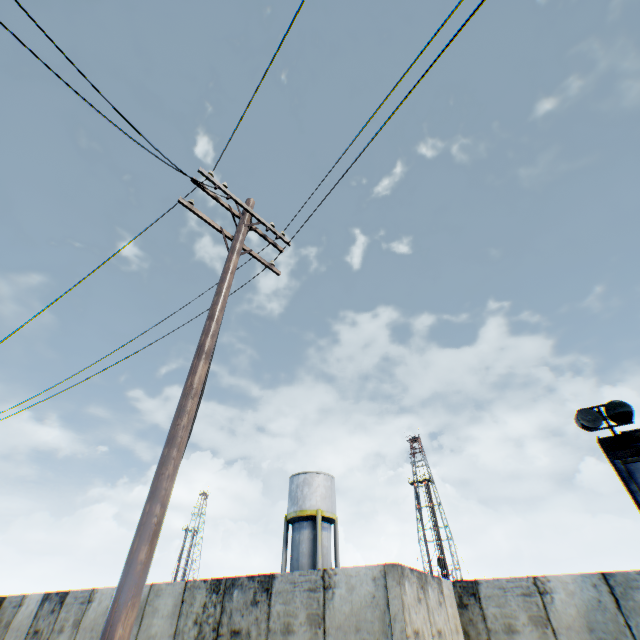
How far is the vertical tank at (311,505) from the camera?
23.8 meters

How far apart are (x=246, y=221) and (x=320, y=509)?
25.4m

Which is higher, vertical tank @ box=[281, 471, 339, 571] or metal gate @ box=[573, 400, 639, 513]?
vertical tank @ box=[281, 471, 339, 571]

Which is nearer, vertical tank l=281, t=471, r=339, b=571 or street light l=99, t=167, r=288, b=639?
street light l=99, t=167, r=288, b=639

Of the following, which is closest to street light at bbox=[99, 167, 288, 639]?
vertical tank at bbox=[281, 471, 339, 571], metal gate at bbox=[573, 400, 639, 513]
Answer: metal gate at bbox=[573, 400, 639, 513]

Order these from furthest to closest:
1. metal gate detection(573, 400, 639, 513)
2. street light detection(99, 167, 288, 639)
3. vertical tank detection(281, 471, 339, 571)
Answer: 1. vertical tank detection(281, 471, 339, 571)
2. metal gate detection(573, 400, 639, 513)
3. street light detection(99, 167, 288, 639)

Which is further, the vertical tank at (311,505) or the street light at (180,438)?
the vertical tank at (311,505)
